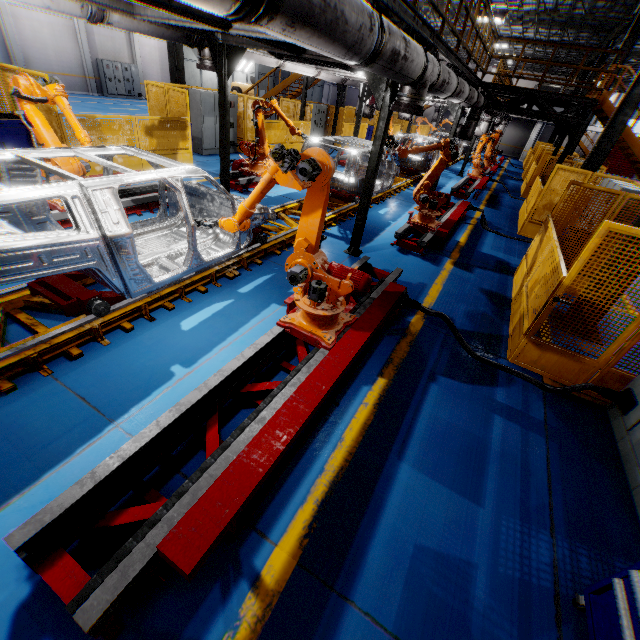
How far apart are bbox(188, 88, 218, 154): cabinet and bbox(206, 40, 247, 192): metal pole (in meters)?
5.97

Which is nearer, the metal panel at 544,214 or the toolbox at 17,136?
the metal panel at 544,214

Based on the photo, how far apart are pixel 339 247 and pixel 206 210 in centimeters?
310cm

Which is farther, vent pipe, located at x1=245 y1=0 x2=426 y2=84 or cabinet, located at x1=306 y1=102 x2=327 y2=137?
cabinet, located at x1=306 y1=102 x2=327 y2=137

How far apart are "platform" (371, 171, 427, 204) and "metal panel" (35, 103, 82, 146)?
4.6 meters

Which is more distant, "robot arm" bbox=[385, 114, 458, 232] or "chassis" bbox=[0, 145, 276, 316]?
"robot arm" bbox=[385, 114, 458, 232]

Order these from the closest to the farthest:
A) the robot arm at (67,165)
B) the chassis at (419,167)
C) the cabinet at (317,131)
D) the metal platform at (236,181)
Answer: the robot arm at (67,165) → the metal platform at (236,181) → the chassis at (419,167) → the cabinet at (317,131)

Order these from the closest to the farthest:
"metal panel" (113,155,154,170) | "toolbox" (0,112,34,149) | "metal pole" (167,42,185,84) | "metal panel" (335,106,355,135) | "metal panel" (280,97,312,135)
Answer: "toolbox" (0,112,34,149) → "metal panel" (113,155,154,170) → "metal pole" (167,42,185,84) → "metal panel" (280,97,312,135) → "metal panel" (335,106,355,135)
